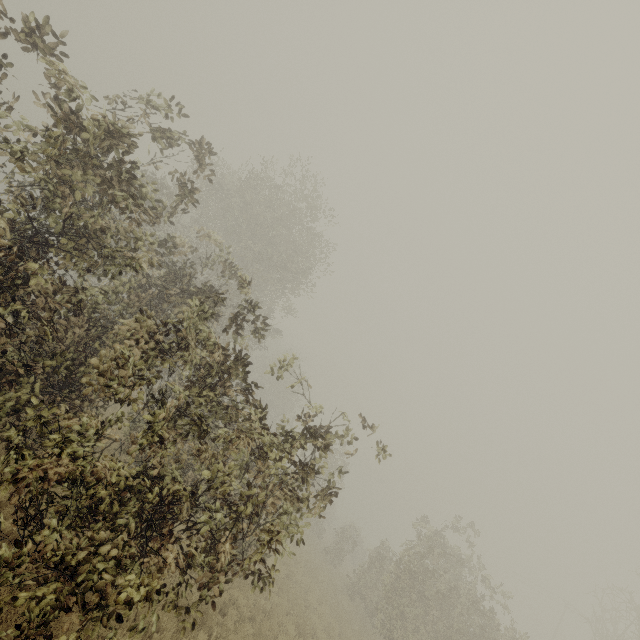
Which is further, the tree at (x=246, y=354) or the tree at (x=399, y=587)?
the tree at (x=399, y=587)

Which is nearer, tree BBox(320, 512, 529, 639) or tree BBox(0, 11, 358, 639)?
tree BBox(0, 11, 358, 639)

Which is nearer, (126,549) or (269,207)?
(126,549)
